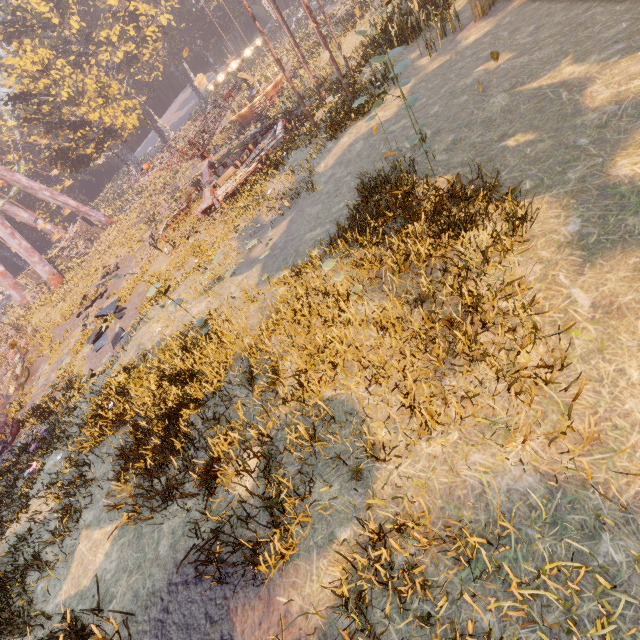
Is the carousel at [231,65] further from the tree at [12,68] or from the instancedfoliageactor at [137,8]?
the tree at [12,68]

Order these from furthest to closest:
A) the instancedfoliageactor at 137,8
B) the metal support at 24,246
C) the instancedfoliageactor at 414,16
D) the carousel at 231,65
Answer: the instancedfoliageactor at 137,8 → the metal support at 24,246 → the carousel at 231,65 → the instancedfoliageactor at 414,16

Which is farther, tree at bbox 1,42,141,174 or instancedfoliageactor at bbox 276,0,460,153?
tree at bbox 1,42,141,174

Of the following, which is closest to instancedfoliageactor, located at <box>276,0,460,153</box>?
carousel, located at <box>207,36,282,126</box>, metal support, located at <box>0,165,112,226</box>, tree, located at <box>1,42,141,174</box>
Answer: carousel, located at <box>207,36,282,126</box>

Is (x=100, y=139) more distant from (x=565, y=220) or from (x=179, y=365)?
(x=565, y=220)

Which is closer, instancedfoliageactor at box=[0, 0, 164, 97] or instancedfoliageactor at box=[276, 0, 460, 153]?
instancedfoliageactor at box=[276, 0, 460, 153]

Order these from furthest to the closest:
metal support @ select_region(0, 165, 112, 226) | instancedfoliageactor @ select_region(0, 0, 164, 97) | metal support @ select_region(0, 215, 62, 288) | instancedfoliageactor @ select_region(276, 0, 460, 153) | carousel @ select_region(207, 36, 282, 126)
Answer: instancedfoliageactor @ select_region(0, 0, 164, 97) < metal support @ select_region(0, 165, 112, 226) < metal support @ select_region(0, 215, 62, 288) < carousel @ select_region(207, 36, 282, 126) < instancedfoliageactor @ select_region(276, 0, 460, 153)

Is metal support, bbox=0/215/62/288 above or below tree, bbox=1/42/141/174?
below
